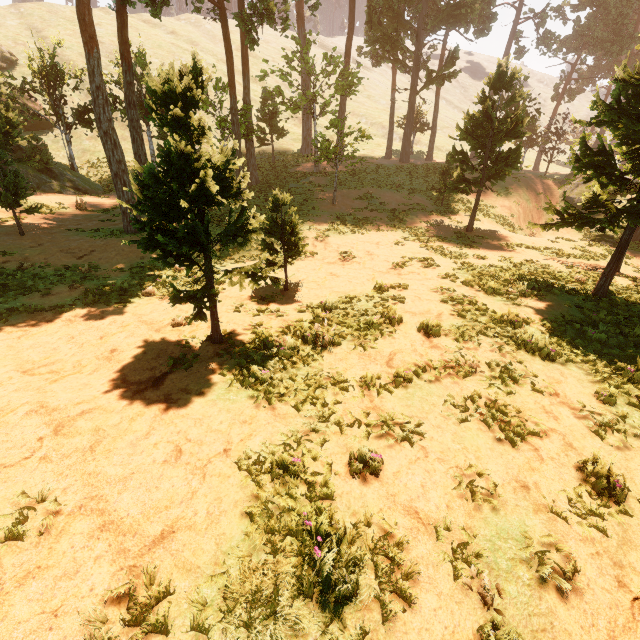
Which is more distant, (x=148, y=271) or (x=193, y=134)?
(x=148, y=271)

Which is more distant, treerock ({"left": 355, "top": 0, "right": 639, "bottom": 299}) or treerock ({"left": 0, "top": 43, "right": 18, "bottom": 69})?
treerock ({"left": 0, "top": 43, "right": 18, "bottom": 69})

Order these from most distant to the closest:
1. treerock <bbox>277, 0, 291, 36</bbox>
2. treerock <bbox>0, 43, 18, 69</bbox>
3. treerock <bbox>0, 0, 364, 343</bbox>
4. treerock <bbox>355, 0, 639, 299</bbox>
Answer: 1. treerock <bbox>0, 43, 18, 69</bbox>
2. treerock <bbox>277, 0, 291, 36</bbox>
3. treerock <bbox>355, 0, 639, 299</bbox>
4. treerock <bbox>0, 0, 364, 343</bbox>

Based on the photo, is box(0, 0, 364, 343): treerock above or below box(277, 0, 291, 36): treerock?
below

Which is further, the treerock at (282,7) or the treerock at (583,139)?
the treerock at (282,7)

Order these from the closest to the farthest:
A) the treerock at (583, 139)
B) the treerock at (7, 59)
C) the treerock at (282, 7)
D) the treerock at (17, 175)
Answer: the treerock at (17, 175), the treerock at (583, 139), the treerock at (282, 7), the treerock at (7, 59)
